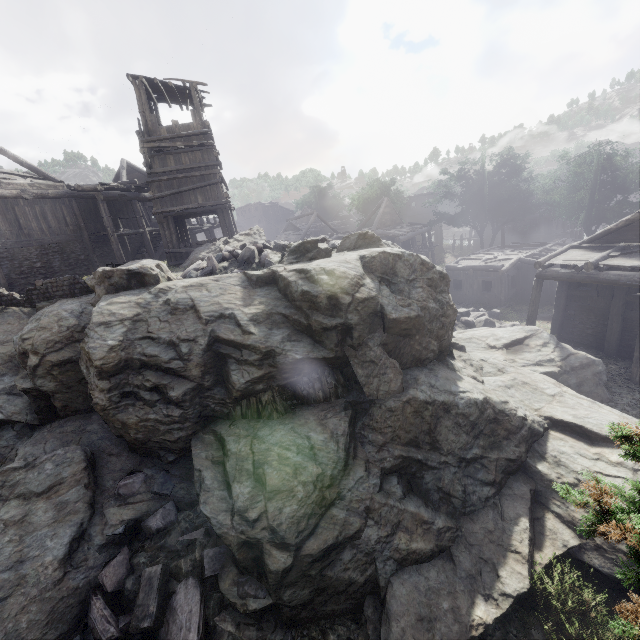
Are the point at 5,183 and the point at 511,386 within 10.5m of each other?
no

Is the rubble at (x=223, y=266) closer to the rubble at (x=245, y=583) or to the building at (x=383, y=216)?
the building at (x=383, y=216)

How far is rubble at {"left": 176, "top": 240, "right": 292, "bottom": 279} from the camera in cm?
1044

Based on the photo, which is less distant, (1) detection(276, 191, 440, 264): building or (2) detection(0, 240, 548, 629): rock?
(2) detection(0, 240, 548, 629): rock

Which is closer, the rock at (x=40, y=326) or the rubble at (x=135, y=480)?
the rock at (x=40, y=326)

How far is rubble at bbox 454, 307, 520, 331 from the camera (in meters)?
17.78

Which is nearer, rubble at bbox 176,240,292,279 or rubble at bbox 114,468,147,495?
rubble at bbox 114,468,147,495
